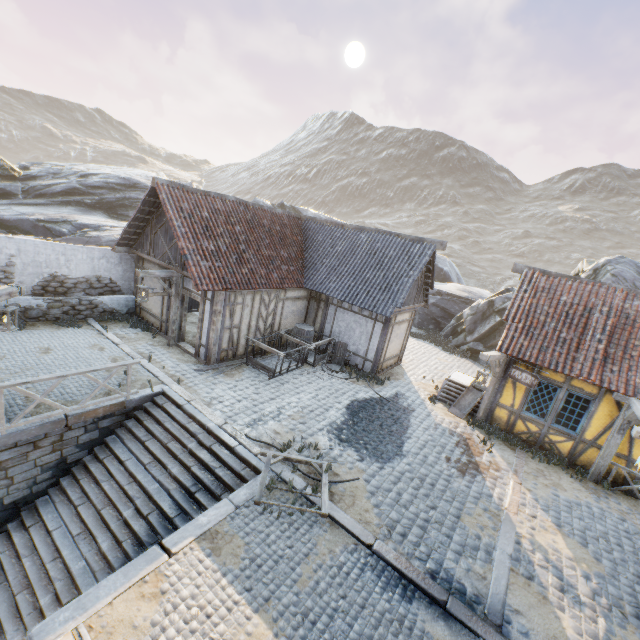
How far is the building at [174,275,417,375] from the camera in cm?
1149

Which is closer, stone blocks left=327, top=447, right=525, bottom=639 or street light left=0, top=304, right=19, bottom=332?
stone blocks left=327, top=447, right=525, bottom=639

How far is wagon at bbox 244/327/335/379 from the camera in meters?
11.8

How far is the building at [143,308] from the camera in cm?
1294

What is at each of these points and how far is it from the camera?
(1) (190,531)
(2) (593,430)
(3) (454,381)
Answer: (1) stone blocks, 5.7m
(2) building, 9.9m
(3) stairs, 13.4m

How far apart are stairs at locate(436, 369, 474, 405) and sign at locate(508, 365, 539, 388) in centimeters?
218cm

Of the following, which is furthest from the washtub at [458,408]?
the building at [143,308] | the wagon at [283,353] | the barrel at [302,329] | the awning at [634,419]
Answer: the barrel at [302,329]

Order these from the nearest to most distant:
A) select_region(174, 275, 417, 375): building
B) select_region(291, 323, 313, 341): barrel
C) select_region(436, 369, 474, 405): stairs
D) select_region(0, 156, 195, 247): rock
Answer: select_region(174, 275, 417, 375): building → select_region(436, 369, 474, 405): stairs → select_region(291, 323, 313, 341): barrel → select_region(0, 156, 195, 247): rock
